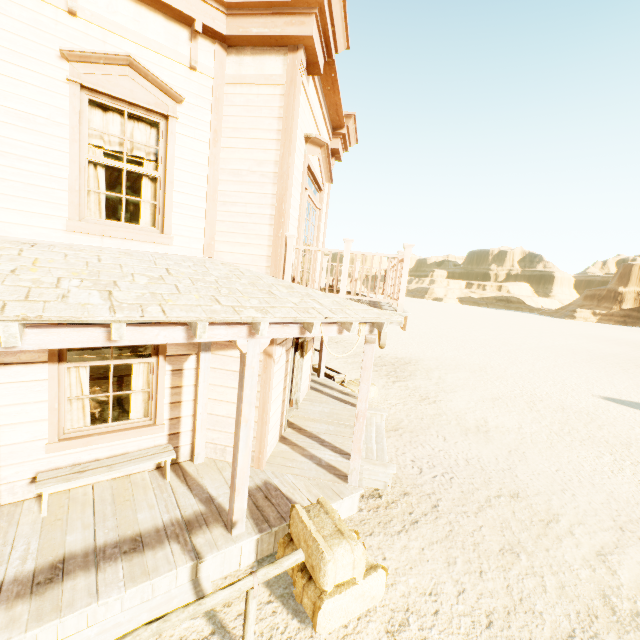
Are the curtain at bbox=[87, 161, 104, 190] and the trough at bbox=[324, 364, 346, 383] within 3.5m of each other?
Result: no

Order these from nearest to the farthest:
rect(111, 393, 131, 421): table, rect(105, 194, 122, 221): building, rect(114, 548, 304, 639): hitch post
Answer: rect(114, 548, 304, 639): hitch post, rect(111, 393, 131, 421): table, rect(105, 194, 122, 221): building

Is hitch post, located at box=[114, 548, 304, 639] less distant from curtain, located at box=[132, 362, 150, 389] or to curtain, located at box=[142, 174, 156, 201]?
curtain, located at box=[132, 362, 150, 389]

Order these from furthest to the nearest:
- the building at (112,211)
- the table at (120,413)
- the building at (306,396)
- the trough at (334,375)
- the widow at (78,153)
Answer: the building at (112,211), the trough at (334,375), the table at (120,413), the widow at (78,153), the building at (306,396)

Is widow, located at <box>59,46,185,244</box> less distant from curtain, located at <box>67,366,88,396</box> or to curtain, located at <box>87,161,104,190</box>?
curtain, located at <box>87,161,104,190</box>

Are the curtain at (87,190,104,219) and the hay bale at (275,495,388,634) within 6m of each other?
yes

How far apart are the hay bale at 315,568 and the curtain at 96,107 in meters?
4.4

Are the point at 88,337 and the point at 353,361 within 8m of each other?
no
